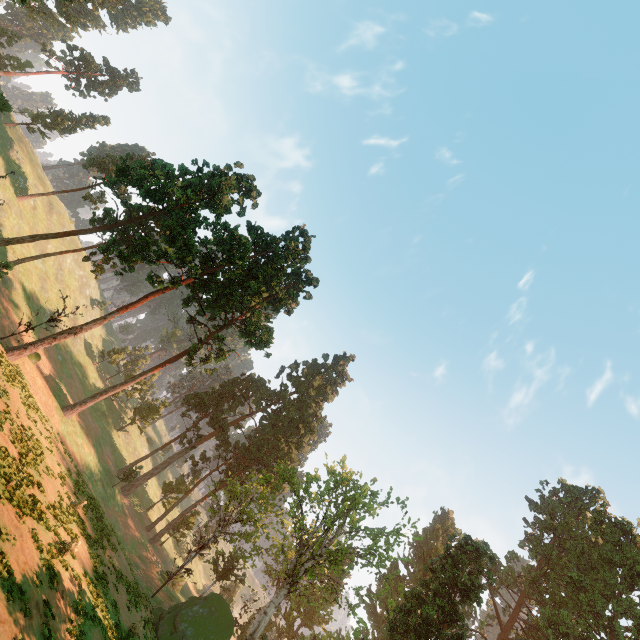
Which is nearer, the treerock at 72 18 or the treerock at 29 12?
the treerock at 29 12

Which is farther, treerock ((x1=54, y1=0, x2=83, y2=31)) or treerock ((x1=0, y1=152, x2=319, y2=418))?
treerock ((x1=54, y1=0, x2=83, y2=31))

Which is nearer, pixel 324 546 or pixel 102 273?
pixel 324 546

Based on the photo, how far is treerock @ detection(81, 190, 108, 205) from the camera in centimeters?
5479cm
